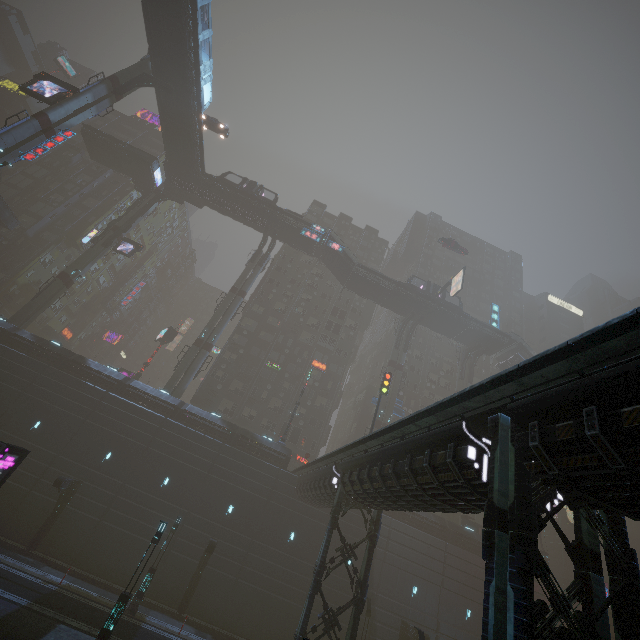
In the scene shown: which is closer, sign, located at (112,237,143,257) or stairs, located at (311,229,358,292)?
sign, located at (112,237,143,257)

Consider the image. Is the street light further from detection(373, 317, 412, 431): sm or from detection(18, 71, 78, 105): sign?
detection(18, 71, 78, 105): sign

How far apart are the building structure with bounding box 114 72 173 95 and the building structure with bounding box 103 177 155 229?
14.68m

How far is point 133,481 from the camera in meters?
27.6

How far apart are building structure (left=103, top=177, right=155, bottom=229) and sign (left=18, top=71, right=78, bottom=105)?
15.4 meters

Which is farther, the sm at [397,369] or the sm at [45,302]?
the sm at [397,369]

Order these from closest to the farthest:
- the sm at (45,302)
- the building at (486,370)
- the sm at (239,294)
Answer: the sm at (45,302) → the sm at (239,294) → the building at (486,370)

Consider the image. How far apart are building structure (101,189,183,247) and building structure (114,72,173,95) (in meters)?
14.49
